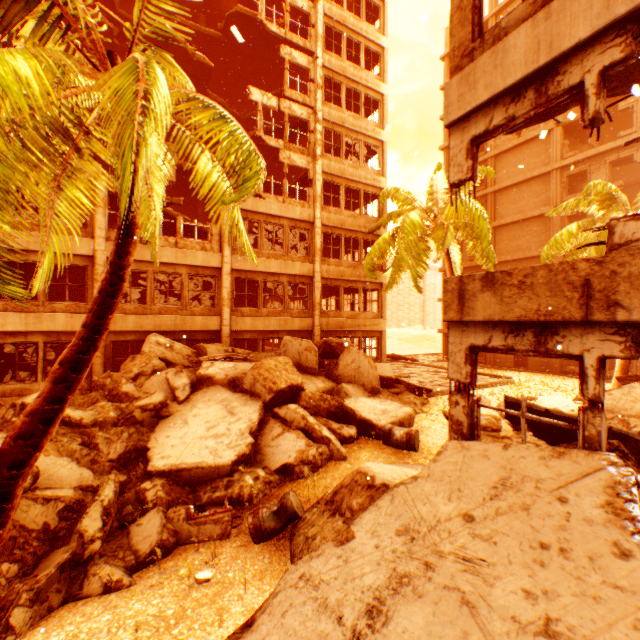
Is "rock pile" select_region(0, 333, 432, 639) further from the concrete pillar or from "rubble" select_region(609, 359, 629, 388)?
the concrete pillar

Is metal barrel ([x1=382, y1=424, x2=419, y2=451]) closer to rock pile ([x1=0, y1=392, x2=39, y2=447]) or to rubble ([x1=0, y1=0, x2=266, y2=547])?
rock pile ([x1=0, y1=392, x2=39, y2=447])

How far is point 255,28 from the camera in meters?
19.0

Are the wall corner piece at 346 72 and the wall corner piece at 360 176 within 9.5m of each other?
yes

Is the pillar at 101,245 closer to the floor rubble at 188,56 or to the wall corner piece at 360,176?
the floor rubble at 188,56

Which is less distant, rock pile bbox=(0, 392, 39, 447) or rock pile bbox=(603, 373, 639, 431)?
rock pile bbox=(0, 392, 39, 447)

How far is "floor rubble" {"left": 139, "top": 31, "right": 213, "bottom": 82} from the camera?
17.17m
